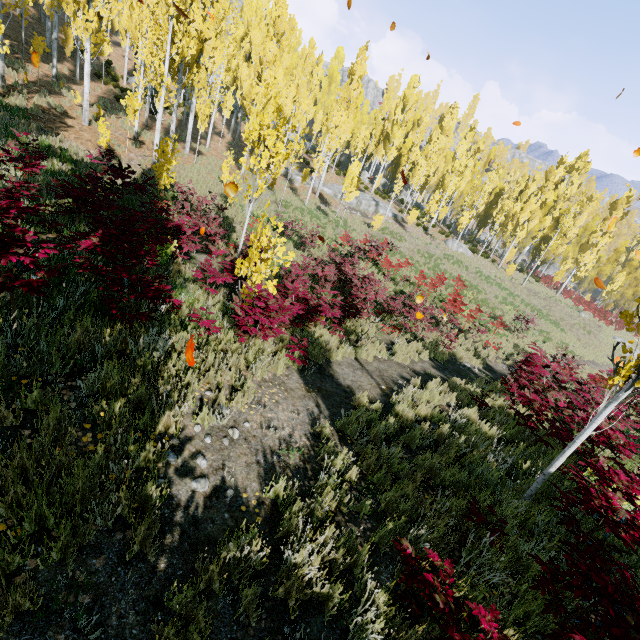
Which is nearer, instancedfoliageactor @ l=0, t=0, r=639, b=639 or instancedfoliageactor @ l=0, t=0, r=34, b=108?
instancedfoliageactor @ l=0, t=0, r=639, b=639

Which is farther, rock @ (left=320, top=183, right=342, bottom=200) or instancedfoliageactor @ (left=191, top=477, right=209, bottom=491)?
rock @ (left=320, top=183, right=342, bottom=200)

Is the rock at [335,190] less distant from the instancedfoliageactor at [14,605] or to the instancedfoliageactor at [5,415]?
the instancedfoliageactor at [14,605]

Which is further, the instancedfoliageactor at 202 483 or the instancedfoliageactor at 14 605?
the instancedfoliageactor at 202 483

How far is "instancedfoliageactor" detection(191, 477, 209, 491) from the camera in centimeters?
320cm

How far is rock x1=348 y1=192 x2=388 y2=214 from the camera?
32.53m

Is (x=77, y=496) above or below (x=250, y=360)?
above
